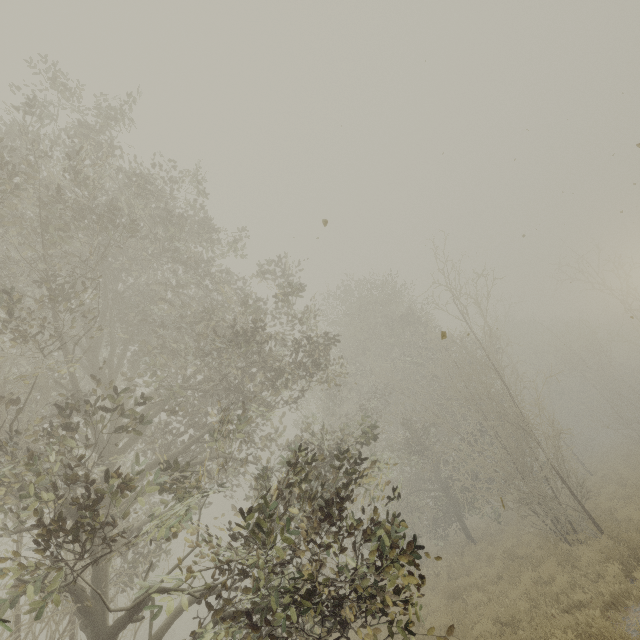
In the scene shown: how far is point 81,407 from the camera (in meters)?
7.98
